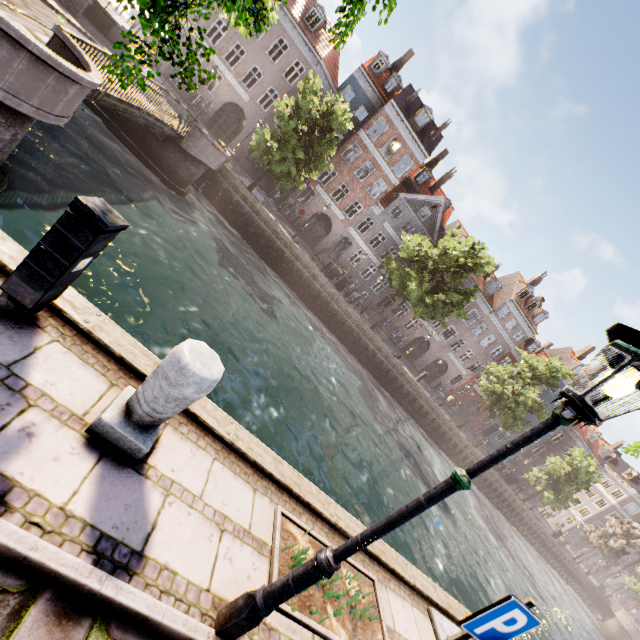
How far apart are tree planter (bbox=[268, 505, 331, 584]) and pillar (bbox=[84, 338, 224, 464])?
1.7m

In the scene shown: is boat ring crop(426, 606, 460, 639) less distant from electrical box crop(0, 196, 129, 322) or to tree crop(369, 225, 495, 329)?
tree crop(369, 225, 495, 329)

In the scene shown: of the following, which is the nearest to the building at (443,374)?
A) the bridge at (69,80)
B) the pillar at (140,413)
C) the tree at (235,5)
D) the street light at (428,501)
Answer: the tree at (235,5)

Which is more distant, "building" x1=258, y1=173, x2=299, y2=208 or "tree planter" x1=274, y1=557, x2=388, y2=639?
"building" x1=258, y1=173, x2=299, y2=208

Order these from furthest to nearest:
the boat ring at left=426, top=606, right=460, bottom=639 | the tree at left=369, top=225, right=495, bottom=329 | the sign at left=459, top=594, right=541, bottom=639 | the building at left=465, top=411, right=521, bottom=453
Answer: the building at left=465, top=411, right=521, bottom=453 → the tree at left=369, top=225, right=495, bottom=329 → the boat ring at left=426, top=606, right=460, bottom=639 → the sign at left=459, top=594, right=541, bottom=639

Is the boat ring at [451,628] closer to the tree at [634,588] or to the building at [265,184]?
the tree at [634,588]

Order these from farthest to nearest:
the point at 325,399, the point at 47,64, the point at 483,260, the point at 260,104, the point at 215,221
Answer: the point at 260,104
the point at 483,260
the point at 215,221
the point at 325,399
the point at 47,64

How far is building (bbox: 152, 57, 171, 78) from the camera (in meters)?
26.64
